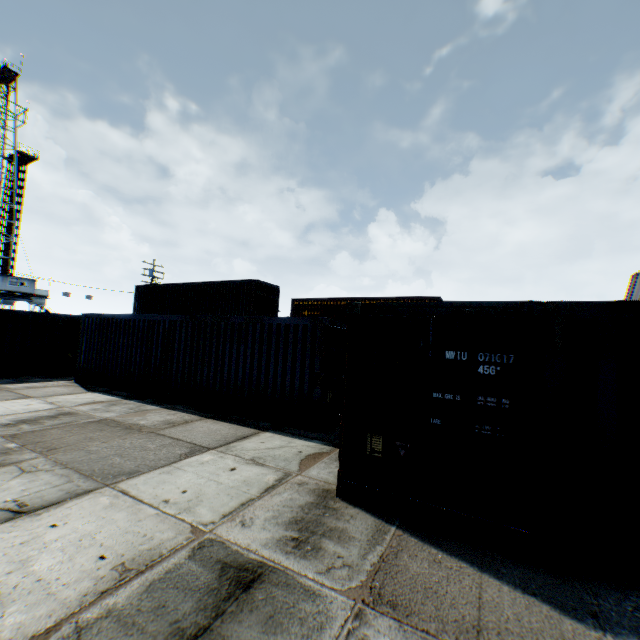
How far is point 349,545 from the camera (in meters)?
3.75

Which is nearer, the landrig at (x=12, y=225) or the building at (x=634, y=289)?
the building at (x=634, y=289)

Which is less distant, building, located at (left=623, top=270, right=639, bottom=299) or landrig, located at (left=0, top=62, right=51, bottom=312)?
building, located at (left=623, top=270, right=639, bottom=299)
